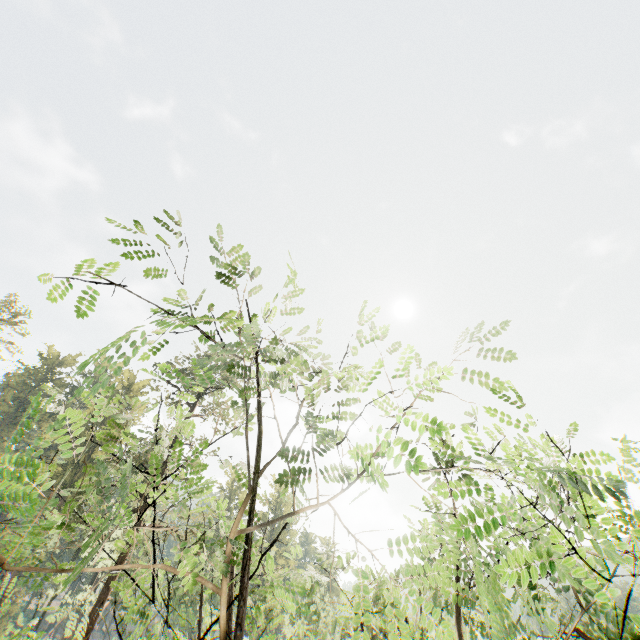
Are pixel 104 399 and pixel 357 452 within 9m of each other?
yes
